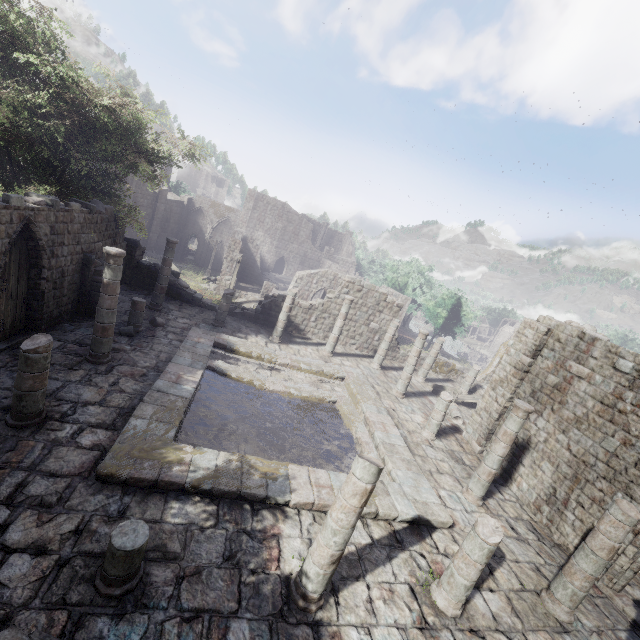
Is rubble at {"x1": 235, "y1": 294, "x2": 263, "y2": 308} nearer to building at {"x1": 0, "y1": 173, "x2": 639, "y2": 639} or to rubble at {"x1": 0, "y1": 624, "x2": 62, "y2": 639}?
building at {"x1": 0, "y1": 173, "x2": 639, "y2": 639}

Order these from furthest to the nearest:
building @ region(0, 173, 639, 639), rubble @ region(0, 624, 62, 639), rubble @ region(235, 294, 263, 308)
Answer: rubble @ region(235, 294, 263, 308), building @ region(0, 173, 639, 639), rubble @ region(0, 624, 62, 639)

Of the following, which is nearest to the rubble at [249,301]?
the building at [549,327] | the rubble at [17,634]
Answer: the building at [549,327]

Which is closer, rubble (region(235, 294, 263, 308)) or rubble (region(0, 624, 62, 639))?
rubble (region(0, 624, 62, 639))

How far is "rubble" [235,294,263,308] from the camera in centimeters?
3159cm

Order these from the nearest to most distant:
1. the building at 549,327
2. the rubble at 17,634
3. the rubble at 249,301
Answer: the rubble at 17,634 → the building at 549,327 → the rubble at 249,301

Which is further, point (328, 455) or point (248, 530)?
point (328, 455)

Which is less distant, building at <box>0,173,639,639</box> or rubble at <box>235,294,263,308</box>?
building at <box>0,173,639,639</box>
